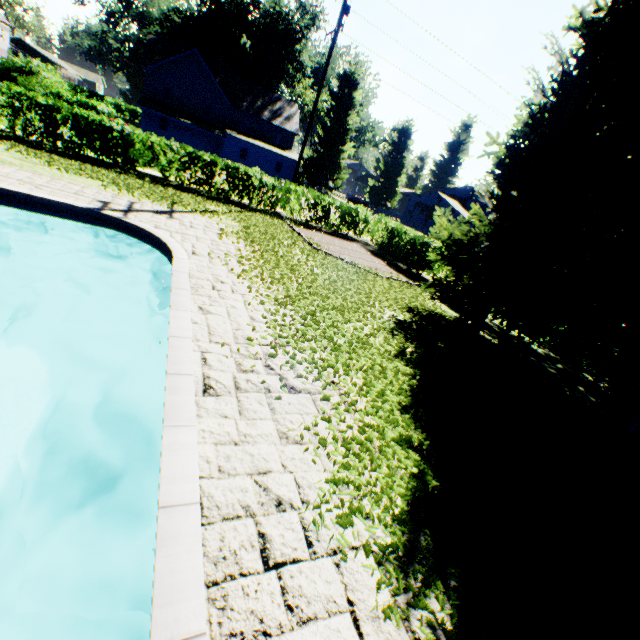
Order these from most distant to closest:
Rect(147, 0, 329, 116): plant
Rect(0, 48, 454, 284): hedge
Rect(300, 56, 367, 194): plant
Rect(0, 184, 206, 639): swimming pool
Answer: Rect(147, 0, 329, 116): plant → Rect(300, 56, 367, 194): plant → Rect(0, 48, 454, 284): hedge → Rect(0, 184, 206, 639): swimming pool

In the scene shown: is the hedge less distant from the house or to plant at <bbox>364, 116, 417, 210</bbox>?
plant at <bbox>364, 116, 417, 210</bbox>

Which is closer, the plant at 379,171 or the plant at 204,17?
the plant at 204,17

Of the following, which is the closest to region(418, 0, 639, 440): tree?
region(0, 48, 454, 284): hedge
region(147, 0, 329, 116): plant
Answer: region(0, 48, 454, 284): hedge

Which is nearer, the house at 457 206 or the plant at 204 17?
the plant at 204 17

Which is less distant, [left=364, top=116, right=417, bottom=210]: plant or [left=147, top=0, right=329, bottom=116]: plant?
[left=147, top=0, right=329, bottom=116]: plant

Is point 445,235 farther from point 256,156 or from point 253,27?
point 253,27

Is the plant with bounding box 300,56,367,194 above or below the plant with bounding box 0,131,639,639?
above
